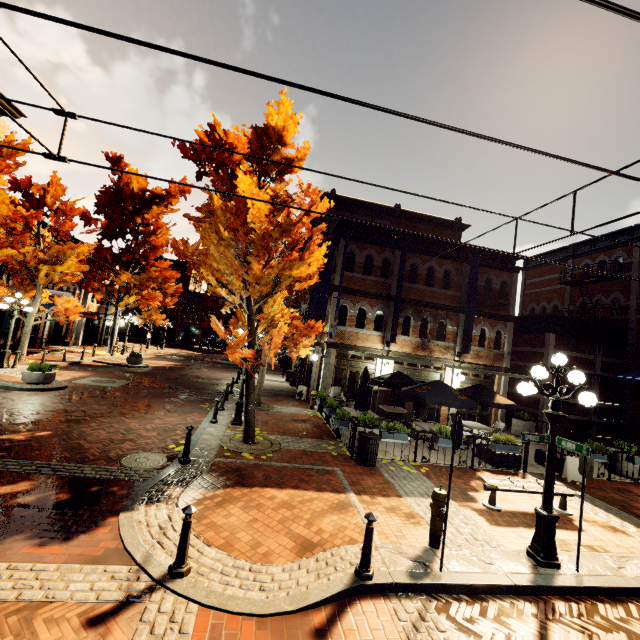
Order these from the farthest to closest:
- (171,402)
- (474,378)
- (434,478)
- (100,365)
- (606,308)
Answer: (100,365)
(606,308)
(474,378)
(171,402)
(434,478)

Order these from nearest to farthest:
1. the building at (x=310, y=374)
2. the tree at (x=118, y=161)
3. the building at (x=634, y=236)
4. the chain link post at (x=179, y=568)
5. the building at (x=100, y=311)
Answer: the chain link post at (x=179, y=568) < the building at (x=310, y=374) < the building at (x=634, y=236) < the tree at (x=118, y=161) < the building at (x=100, y=311)

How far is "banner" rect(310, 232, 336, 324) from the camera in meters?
16.0 m

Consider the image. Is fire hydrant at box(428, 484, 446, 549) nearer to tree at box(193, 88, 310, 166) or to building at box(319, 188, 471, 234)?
tree at box(193, 88, 310, 166)

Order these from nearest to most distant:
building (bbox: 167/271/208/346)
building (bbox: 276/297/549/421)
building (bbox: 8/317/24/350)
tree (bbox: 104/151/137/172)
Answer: building (bbox: 276/297/549/421) → building (bbox: 8/317/24/350) → tree (bbox: 104/151/137/172) → building (bbox: 167/271/208/346)

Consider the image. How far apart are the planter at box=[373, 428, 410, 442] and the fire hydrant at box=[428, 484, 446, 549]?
3.56m

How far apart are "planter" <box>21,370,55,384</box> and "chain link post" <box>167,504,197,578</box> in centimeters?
1265cm

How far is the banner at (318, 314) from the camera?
16.0 meters
